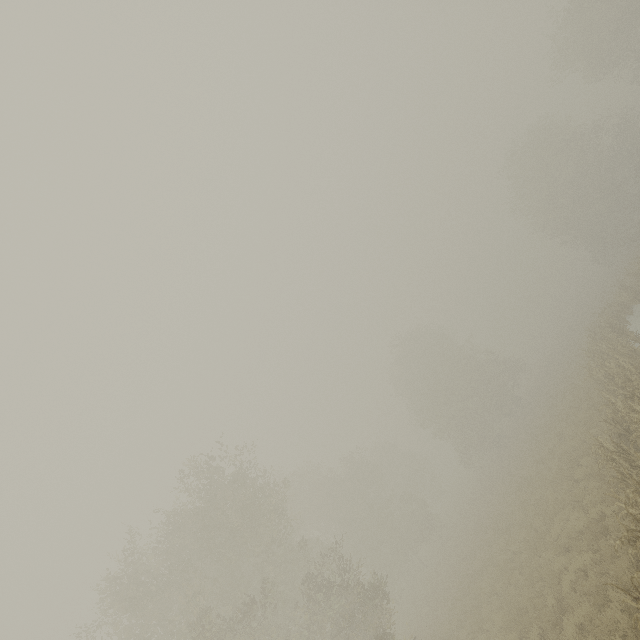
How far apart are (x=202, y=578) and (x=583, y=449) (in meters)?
23.62
